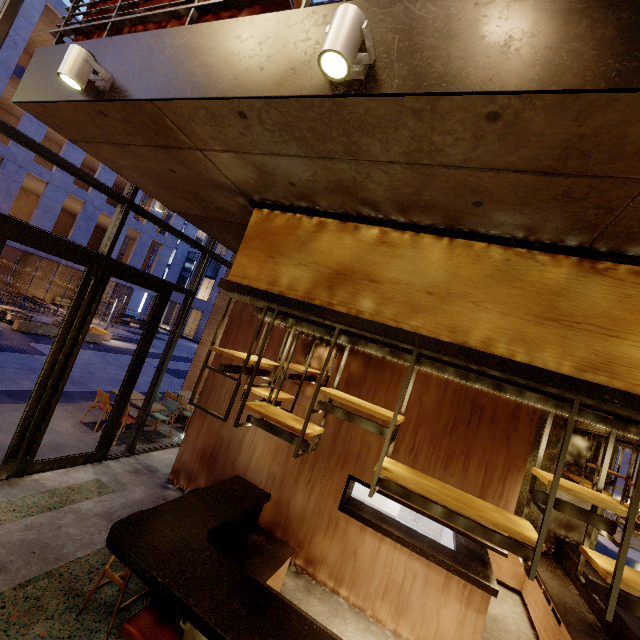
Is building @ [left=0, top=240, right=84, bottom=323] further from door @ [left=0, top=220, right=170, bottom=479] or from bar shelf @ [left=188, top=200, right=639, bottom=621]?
bar shelf @ [left=188, top=200, right=639, bottom=621]

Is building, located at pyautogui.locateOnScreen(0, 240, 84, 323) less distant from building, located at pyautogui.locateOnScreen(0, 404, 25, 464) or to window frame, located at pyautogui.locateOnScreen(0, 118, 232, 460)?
building, located at pyautogui.locateOnScreen(0, 404, 25, 464)

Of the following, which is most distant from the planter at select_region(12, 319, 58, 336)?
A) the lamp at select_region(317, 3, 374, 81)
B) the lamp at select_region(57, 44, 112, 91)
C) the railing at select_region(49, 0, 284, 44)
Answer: the lamp at select_region(317, 3, 374, 81)

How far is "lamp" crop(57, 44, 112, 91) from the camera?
2.25m

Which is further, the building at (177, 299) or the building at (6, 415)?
the building at (177, 299)

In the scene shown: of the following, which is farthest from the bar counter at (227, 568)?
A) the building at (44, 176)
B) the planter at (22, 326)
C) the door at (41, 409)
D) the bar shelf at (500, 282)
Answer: the building at (44, 176)

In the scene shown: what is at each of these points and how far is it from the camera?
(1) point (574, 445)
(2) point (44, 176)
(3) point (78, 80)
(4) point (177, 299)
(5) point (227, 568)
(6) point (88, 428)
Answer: (1) building, 7.3 meters
(2) building, 17.6 meters
(3) lamp, 2.3 meters
(4) building, 40.2 meters
(5) bar counter, 2.9 meters
(6) building, 7.2 meters

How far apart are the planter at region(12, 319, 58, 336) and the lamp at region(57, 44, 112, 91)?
17.7 meters
